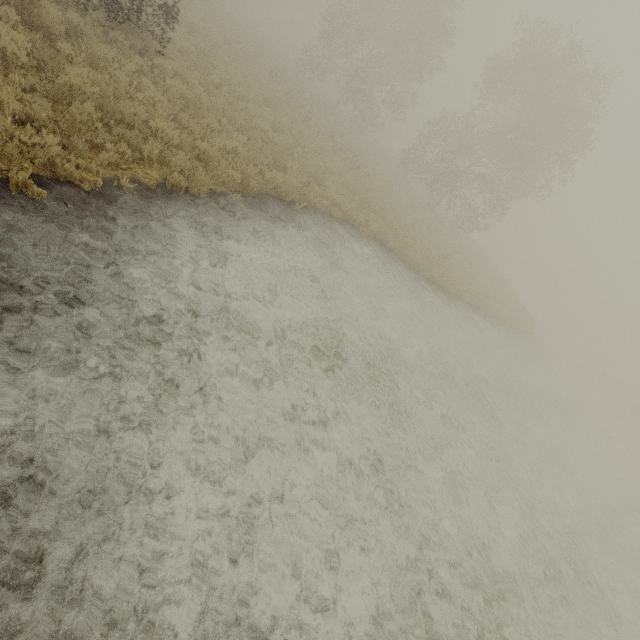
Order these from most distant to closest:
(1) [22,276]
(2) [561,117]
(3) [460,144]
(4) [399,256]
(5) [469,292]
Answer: (3) [460,144], (2) [561,117], (5) [469,292], (4) [399,256], (1) [22,276]
